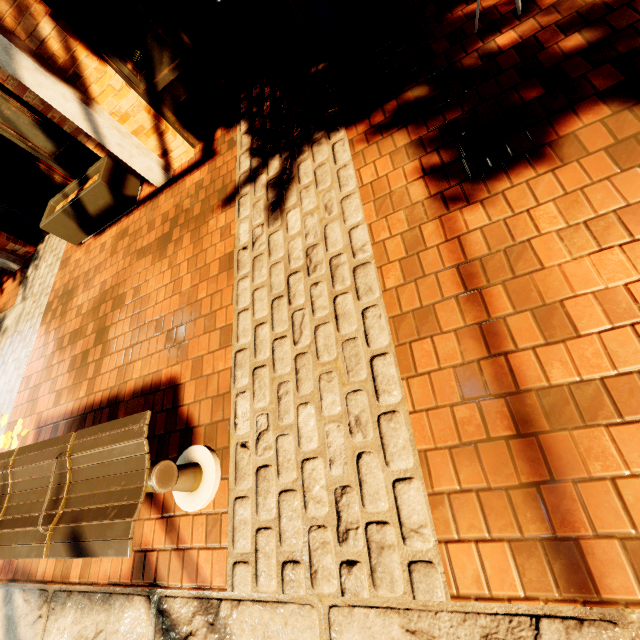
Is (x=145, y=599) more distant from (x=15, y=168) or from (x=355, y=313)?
(x=15, y=168)

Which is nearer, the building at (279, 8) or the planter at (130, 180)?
the building at (279, 8)

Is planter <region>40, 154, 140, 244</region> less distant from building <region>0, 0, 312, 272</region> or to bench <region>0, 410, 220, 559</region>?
building <region>0, 0, 312, 272</region>

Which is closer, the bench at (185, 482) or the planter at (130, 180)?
the bench at (185, 482)

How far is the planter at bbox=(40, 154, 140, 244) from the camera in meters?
4.2

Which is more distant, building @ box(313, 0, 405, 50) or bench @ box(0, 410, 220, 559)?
building @ box(313, 0, 405, 50)

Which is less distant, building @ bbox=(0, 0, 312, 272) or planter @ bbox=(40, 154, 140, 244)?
building @ bbox=(0, 0, 312, 272)

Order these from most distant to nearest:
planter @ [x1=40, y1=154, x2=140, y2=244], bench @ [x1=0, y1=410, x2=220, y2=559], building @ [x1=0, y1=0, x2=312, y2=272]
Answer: planter @ [x1=40, y1=154, x2=140, y2=244], building @ [x1=0, y1=0, x2=312, y2=272], bench @ [x1=0, y1=410, x2=220, y2=559]
